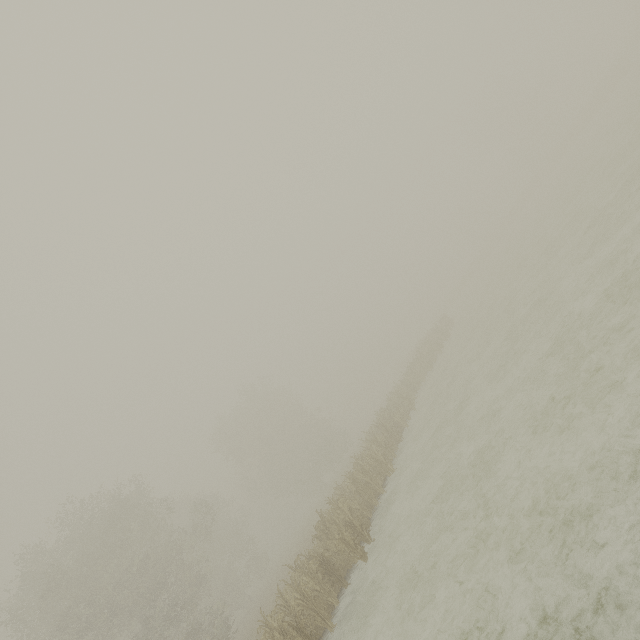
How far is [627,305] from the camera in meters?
7.5
